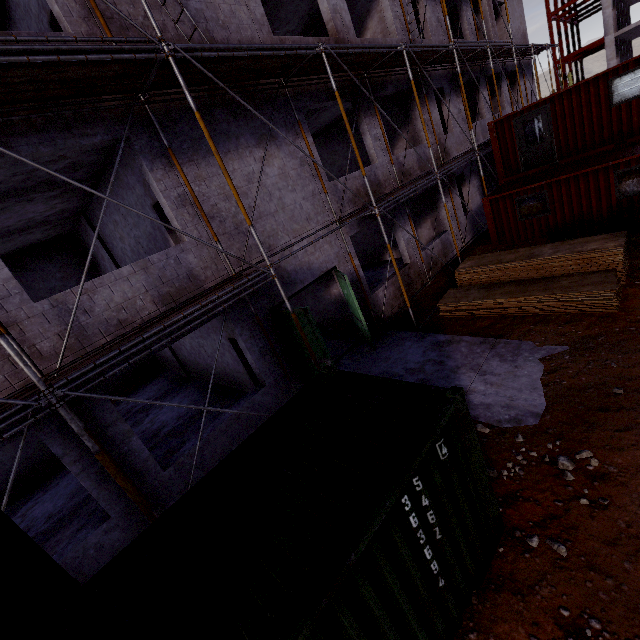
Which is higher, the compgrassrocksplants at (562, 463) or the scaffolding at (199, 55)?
the scaffolding at (199, 55)

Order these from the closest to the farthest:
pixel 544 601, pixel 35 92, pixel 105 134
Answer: pixel 544 601 → pixel 35 92 → pixel 105 134

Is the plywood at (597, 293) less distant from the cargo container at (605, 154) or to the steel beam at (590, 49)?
the cargo container at (605, 154)

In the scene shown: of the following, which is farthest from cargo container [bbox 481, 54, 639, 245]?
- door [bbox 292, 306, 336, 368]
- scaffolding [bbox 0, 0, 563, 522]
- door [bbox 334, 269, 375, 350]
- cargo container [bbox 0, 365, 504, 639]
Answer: cargo container [bbox 0, 365, 504, 639]

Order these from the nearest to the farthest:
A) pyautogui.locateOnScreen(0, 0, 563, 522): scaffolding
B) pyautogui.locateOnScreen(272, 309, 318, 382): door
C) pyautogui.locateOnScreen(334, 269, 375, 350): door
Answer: pyautogui.locateOnScreen(0, 0, 563, 522): scaffolding < pyautogui.locateOnScreen(272, 309, 318, 382): door < pyautogui.locateOnScreen(334, 269, 375, 350): door

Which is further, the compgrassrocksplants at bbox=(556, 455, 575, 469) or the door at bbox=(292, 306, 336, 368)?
the door at bbox=(292, 306, 336, 368)

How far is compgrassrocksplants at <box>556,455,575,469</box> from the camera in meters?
4.9

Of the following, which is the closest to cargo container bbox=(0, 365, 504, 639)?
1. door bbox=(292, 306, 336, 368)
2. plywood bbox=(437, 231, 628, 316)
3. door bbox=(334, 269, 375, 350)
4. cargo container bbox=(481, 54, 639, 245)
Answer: door bbox=(292, 306, 336, 368)
